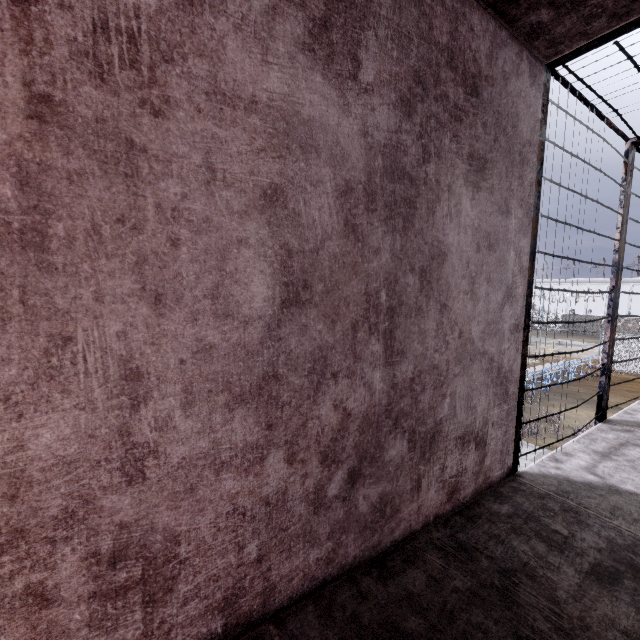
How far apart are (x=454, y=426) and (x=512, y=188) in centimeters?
156cm

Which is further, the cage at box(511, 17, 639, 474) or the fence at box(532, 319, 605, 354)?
the fence at box(532, 319, 605, 354)

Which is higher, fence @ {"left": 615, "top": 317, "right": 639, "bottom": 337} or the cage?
the cage

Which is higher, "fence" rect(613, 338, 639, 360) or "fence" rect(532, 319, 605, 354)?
"fence" rect(613, 338, 639, 360)

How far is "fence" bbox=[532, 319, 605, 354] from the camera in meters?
24.9 m

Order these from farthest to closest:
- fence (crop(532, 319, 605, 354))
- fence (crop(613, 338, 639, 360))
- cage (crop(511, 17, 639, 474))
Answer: fence (crop(532, 319, 605, 354)) < fence (crop(613, 338, 639, 360)) < cage (crop(511, 17, 639, 474))

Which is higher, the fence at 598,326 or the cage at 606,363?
the cage at 606,363
